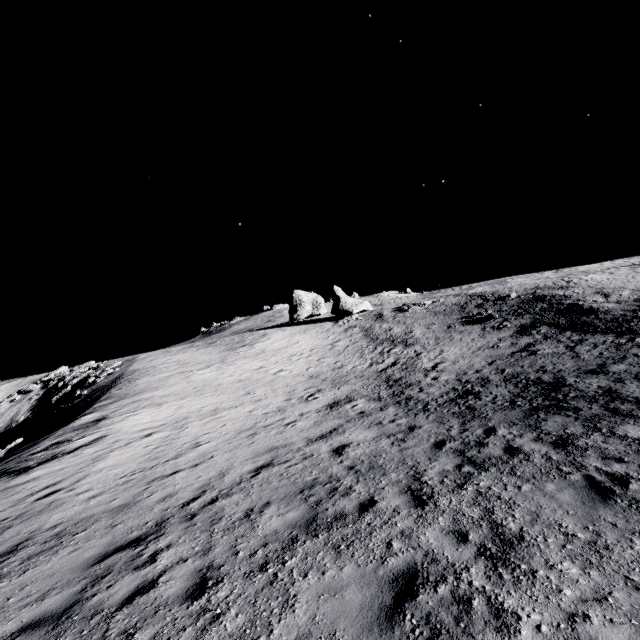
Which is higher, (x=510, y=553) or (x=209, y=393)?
(x=209, y=393)

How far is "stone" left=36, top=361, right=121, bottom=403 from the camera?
41.60m

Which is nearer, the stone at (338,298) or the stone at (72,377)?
the stone at (72,377)

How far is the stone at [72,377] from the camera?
41.6 meters

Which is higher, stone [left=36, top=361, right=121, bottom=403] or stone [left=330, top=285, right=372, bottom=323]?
stone [left=330, top=285, right=372, bottom=323]

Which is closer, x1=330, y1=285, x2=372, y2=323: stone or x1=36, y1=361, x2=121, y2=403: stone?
x1=36, y1=361, x2=121, y2=403: stone

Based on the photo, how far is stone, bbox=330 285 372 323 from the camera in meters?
53.0 m
